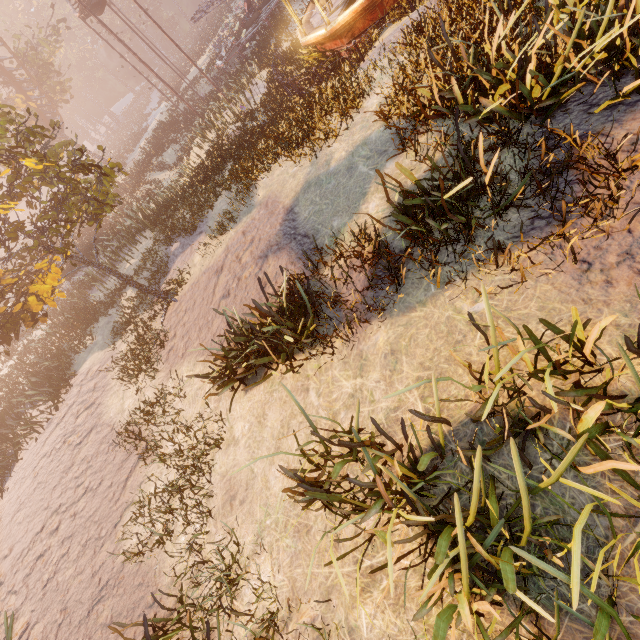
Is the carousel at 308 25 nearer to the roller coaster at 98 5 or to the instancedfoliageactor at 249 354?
the roller coaster at 98 5

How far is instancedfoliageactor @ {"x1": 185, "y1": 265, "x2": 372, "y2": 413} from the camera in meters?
5.4 m

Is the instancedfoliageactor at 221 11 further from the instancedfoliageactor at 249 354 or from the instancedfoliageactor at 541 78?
the instancedfoliageactor at 249 354

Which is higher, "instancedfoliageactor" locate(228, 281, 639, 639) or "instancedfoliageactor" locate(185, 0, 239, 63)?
"instancedfoliageactor" locate(228, 281, 639, 639)

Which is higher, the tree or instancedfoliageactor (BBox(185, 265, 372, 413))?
the tree

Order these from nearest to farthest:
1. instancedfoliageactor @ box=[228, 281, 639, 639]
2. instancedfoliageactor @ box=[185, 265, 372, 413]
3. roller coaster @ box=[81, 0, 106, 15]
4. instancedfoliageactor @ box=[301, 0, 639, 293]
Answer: instancedfoliageactor @ box=[228, 281, 639, 639] → instancedfoliageactor @ box=[301, 0, 639, 293] → instancedfoliageactor @ box=[185, 265, 372, 413] → roller coaster @ box=[81, 0, 106, 15]

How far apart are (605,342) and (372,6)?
13.90m

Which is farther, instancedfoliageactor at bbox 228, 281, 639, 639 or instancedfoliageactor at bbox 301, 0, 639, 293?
instancedfoliageactor at bbox 301, 0, 639, 293
